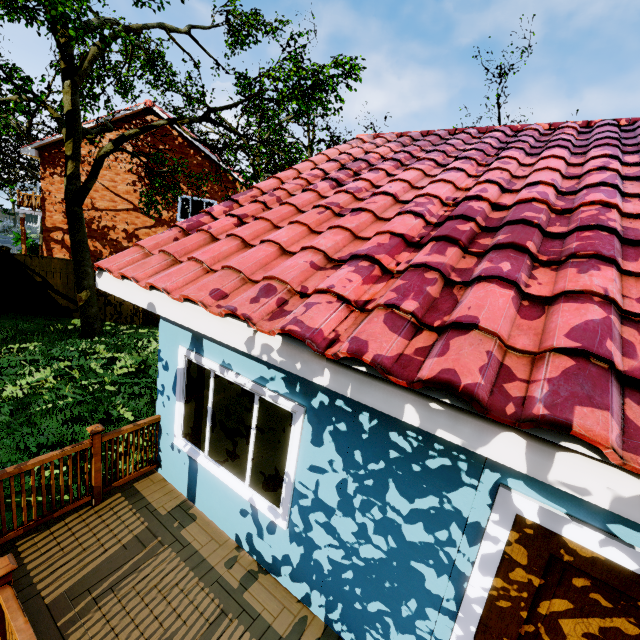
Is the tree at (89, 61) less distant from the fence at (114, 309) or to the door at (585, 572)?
the fence at (114, 309)

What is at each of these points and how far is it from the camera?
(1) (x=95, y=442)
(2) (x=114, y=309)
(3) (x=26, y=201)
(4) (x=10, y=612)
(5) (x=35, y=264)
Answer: (1) wooden rail, 3.84m
(2) fence, 13.23m
(3) wooden rail, 19.36m
(4) wooden rail, 2.12m
(5) fence, 12.30m

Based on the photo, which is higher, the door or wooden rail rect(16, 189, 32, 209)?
wooden rail rect(16, 189, 32, 209)

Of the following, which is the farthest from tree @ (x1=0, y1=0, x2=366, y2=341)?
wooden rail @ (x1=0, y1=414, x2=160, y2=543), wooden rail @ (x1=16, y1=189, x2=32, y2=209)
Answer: wooden rail @ (x1=16, y1=189, x2=32, y2=209)

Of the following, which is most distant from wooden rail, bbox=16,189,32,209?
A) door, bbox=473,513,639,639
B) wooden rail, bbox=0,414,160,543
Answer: door, bbox=473,513,639,639

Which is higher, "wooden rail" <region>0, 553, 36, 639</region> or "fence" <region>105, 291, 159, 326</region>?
"wooden rail" <region>0, 553, 36, 639</region>

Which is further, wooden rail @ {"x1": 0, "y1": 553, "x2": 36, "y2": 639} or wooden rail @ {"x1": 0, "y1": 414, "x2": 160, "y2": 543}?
wooden rail @ {"x1": 0, "y1": 414, "x2": 160, "y2": 543}

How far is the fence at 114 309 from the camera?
13.1m
